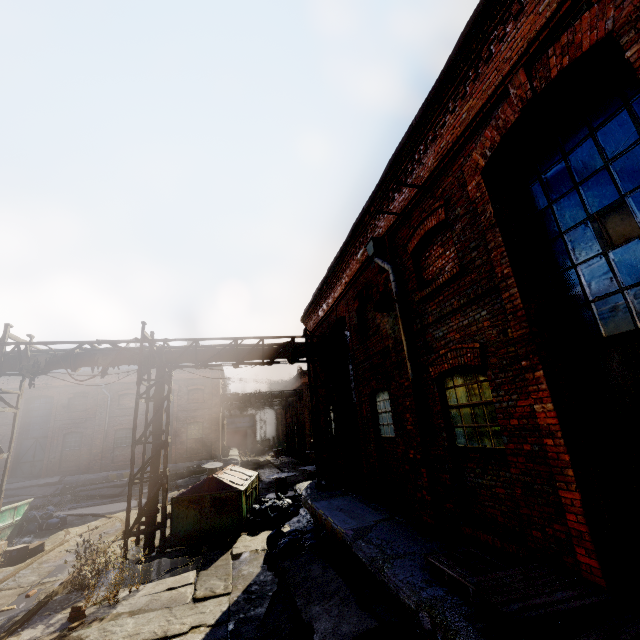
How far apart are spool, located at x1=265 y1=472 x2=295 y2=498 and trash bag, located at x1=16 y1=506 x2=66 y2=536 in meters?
8.6

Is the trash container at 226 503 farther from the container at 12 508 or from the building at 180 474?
the building at 180 474

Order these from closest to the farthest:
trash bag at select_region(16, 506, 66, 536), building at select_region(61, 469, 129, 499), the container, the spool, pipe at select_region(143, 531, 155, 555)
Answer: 1. pipe at select_region(143, 531, 155, 555)
2. the container
3. trash bag at select_region(16, 506, 66, 536)
4. the spool
5. building at select_region(61, 469, 129, 499)

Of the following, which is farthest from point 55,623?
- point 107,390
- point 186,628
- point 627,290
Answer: point 107,390

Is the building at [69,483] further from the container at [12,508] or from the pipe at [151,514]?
the pipe at [151,514]

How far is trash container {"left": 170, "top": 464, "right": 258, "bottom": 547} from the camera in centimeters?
989cm

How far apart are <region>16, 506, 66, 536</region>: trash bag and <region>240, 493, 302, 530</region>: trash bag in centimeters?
856cm

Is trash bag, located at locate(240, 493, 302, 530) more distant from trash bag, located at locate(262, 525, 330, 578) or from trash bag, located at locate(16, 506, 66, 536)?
trash bag, located at locate(16, 506, 66, 536)
